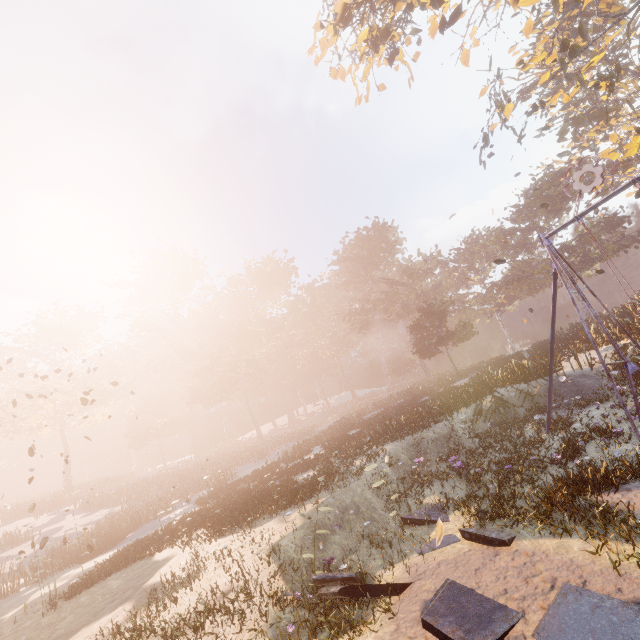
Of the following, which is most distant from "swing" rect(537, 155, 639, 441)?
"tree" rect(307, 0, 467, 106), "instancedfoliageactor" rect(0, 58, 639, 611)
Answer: Result: "instancedfoliageactor" rect(0, 58, 639, 611)

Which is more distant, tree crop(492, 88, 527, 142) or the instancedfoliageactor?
tree crop(492, 88, 527, 142)

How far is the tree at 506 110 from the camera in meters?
15.9 m

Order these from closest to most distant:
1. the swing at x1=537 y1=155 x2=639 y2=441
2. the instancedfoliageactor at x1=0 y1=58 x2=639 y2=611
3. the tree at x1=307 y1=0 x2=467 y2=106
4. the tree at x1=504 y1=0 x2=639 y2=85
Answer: the swing at x1=537 y1=155 x2=639 y2=441 → the instancedfoliageactor at x1=0 y1=58 x2=639 y2=611 → the tree at x1=504 y1=0 x2=639 y2=85 → the tree at x1=307 y1=0 x2=467 y2=106

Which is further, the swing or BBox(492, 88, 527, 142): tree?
BBox(492, 88, 527, 142): tree

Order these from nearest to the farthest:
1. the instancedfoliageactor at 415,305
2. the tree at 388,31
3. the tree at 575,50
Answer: the instancedfoliageactor at 415,305, the tree at 575,50, the tree at 388,31

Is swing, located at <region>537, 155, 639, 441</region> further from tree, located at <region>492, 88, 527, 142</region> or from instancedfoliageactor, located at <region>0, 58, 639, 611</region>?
instancedfoliageactor, located at <region>0, 58, 639, 611</region>

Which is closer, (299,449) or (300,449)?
(300,449)
